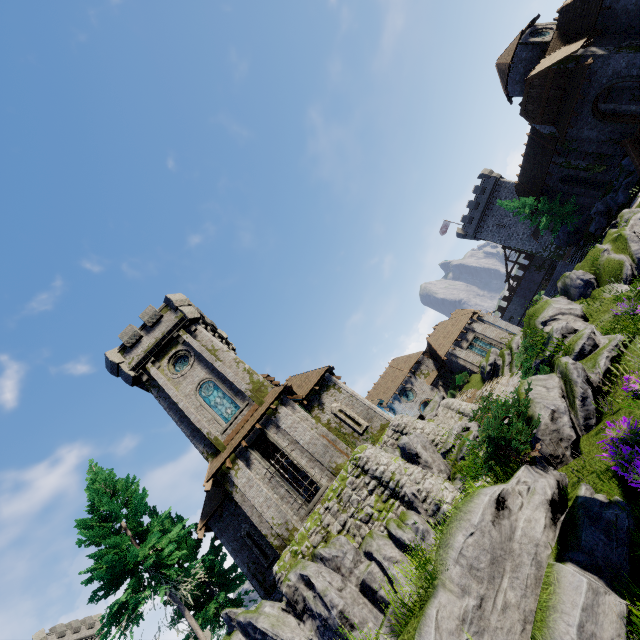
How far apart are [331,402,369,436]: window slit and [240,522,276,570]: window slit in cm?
795

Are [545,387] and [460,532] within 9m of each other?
yes

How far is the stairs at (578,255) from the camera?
30.0m

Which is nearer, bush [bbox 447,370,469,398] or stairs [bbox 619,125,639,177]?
stairs [bbox 619,125,639,177]

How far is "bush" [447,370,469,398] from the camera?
34.6 meters

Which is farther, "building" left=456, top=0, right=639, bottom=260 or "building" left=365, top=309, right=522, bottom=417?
"building" left=365, top=309, right=522, bottom=417

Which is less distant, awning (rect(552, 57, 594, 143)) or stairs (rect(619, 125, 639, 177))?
stairs (rect(619, 125, 639, 177))

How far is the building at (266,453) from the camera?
22.1 meters
